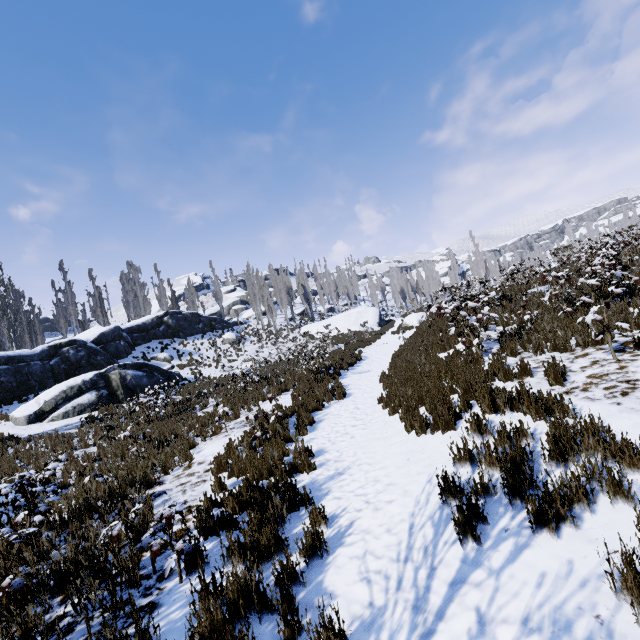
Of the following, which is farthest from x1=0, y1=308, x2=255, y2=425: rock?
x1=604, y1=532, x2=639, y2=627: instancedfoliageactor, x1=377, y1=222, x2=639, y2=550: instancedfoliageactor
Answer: x1=604, y1=532, x2=639, y2=627: instancedfoliageactor

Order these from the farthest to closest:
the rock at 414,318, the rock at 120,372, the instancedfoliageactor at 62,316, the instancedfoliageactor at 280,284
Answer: the instancedfoliageactor at 280,284, the instancedfoliageactor at 62,316, the rock at 414,318, the rock at 120,372

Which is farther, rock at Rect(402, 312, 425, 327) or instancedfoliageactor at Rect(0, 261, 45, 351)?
instancedfoliageactor at Rect(0, 261, 45, 351)

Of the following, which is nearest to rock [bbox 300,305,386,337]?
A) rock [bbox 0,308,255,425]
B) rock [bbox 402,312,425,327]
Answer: rock [bbox 402,312,425,327]

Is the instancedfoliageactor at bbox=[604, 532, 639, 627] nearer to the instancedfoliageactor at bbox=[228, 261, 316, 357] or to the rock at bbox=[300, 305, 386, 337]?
the instancedfoliageactor at bbox=[228, 261, 316, 357]

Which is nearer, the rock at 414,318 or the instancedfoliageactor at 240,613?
the instancedfoliageactor at 240,613

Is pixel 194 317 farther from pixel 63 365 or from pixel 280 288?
pixel 63 365

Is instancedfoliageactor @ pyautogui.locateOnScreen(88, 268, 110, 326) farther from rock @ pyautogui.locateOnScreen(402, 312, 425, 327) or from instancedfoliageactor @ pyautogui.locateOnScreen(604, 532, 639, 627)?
rock @ pyautogui.locateOnScreen(402, 312, 425, 327)
